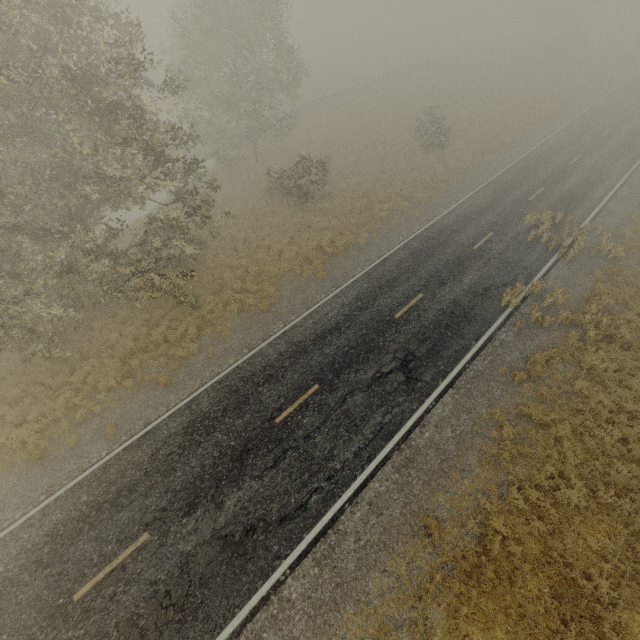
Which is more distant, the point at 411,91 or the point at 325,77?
the point at 325,77
